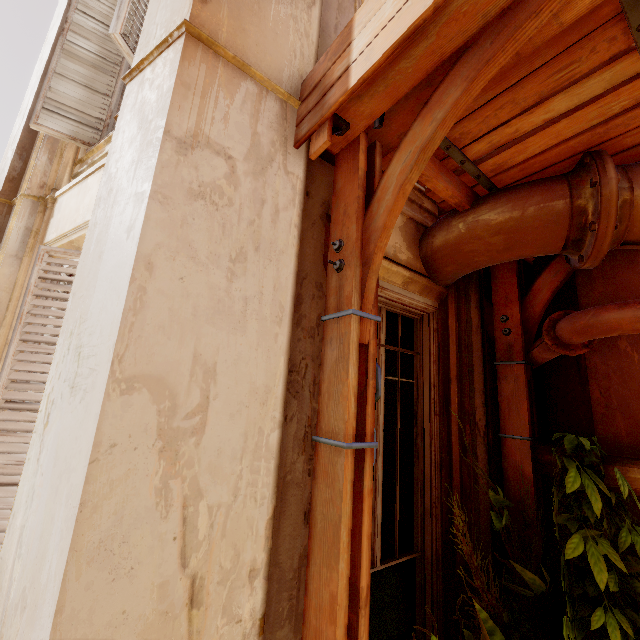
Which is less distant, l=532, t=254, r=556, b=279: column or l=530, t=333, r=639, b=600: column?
l=530, t=333, r=639, b=600: column

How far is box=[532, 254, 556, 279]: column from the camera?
2.8m

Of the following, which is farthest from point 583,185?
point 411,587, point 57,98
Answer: point 57,98

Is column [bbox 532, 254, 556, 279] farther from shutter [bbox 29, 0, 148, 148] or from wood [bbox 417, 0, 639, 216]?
shutter [bbox 29, 0, 148, 148]

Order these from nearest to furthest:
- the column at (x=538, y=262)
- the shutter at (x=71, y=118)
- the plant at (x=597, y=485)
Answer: the plant at (x=597, y=485), the shutter at (x=71, y=118), the column at (x=538, y=262)

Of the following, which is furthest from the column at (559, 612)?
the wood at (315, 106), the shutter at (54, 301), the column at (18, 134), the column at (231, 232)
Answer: the column at (18, 134)

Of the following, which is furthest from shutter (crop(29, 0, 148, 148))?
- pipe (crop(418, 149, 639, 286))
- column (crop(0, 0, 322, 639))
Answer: pipe (crop(418, 149, 639, 286))

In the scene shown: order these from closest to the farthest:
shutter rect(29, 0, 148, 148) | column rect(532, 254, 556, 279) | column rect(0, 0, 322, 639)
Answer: column rect(0, 0, 322, 639)
shutter rect(29, 0, 148, 148)
column rect(532, 254, 556, 279)
